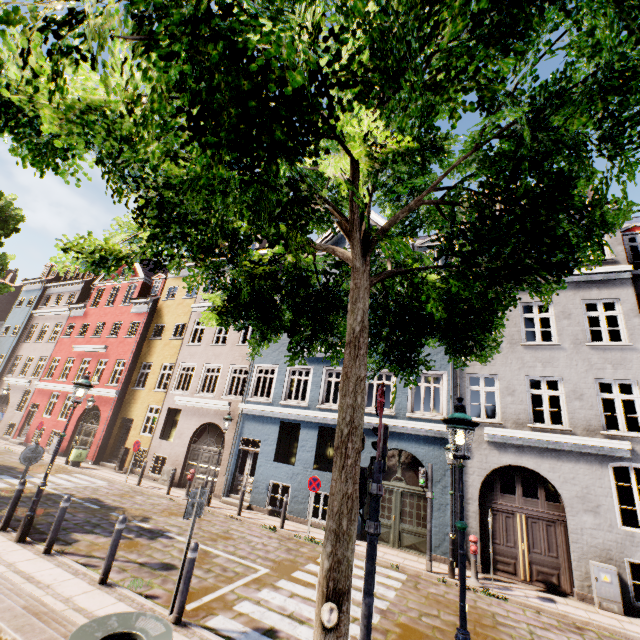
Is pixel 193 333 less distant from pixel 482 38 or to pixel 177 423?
pixel 177 423

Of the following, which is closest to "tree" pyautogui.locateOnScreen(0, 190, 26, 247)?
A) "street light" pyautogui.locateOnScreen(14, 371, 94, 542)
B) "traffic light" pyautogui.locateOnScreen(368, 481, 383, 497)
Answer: "traffic light" pyautogui.locateOnScreen(368, 481, 383, 497)

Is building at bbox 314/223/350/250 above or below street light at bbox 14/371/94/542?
above

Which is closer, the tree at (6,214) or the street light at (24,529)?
the street light at (24,529)

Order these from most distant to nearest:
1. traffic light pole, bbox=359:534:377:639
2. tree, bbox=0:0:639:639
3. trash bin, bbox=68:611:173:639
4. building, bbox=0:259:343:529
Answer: building, bbox=0:259:343:529
traffic light pole, bbox=359:534:377:639
trash bin, bbox=68:611:173:639
tree, bbox=0:0:639:639

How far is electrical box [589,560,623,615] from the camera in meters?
8.7 m

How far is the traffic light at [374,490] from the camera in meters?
4.8 m

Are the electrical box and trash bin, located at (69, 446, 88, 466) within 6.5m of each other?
no
